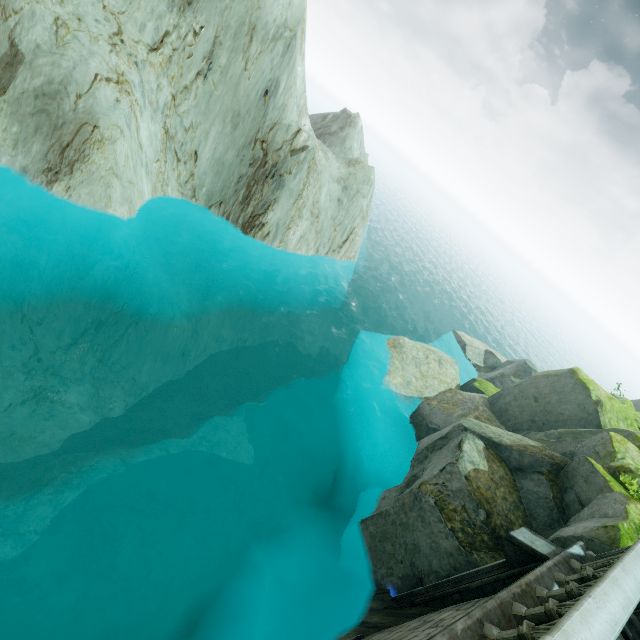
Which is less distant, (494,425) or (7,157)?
(7,157)
